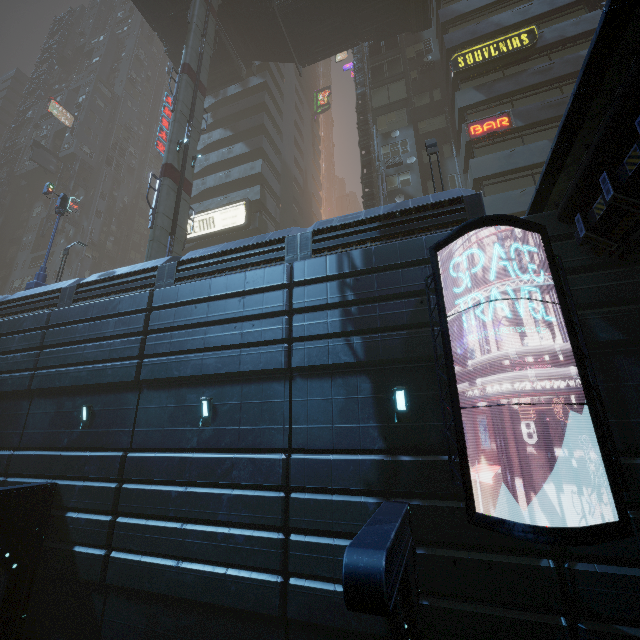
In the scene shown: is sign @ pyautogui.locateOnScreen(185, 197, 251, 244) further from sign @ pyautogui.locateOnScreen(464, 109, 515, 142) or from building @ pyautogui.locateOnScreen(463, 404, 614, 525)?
sign @ pyautogui.locateOnScreen(464, 109, 515, 142)

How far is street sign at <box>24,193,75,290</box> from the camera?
18.2m

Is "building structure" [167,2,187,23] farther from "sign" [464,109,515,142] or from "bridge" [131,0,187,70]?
"sign" [464,109,515,142]

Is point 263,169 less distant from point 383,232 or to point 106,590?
point 383,232

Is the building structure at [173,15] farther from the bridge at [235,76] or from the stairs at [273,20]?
the stairs at [273,20]

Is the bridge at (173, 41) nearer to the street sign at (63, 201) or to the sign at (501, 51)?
the street sign at (63, 201)

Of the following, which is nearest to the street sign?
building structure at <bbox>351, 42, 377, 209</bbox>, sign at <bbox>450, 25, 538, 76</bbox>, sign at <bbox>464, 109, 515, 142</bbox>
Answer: building structure at <bbox>351, 42, 377, 209</bbox>

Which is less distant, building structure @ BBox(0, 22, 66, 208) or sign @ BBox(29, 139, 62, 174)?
sign @ BBox(29, 139, 62, 174)
